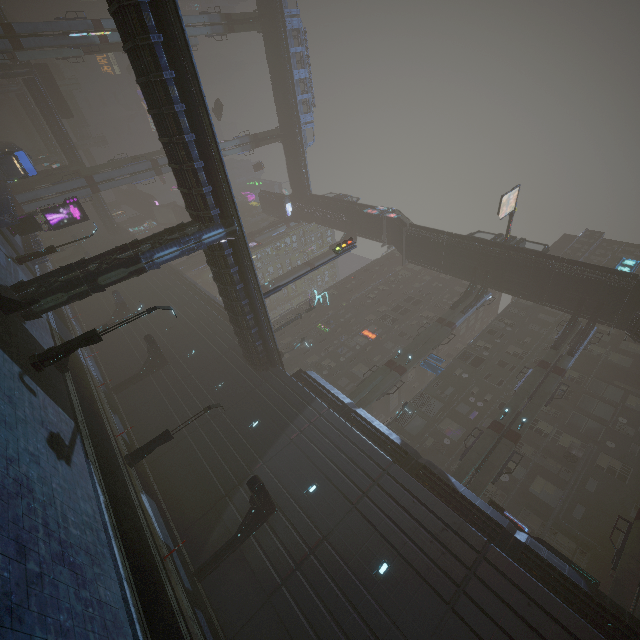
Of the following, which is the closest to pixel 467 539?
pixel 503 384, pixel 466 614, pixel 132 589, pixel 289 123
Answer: pixel 466 614

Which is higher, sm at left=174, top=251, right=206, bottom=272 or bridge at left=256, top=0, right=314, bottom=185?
bridge at left=256, top=0, right=314, bottom=185

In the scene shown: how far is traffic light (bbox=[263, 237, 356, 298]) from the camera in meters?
24.5 m

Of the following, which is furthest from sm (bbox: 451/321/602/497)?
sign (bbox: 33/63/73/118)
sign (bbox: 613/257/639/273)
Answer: sign (bbox: 33/63/73/118)

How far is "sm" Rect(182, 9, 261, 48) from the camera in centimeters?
4456cm

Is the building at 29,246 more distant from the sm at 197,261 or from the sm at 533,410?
the sm at 533,410

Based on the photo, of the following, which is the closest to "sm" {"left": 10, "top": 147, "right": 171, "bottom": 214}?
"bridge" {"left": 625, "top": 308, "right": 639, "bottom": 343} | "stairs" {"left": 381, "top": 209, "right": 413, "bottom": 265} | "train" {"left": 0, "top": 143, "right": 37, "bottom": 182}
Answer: "train" {"left": 0, "top": 143, "right": 37, "bottom": 182}

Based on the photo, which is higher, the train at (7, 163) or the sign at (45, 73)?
the sign at (45, 73)
